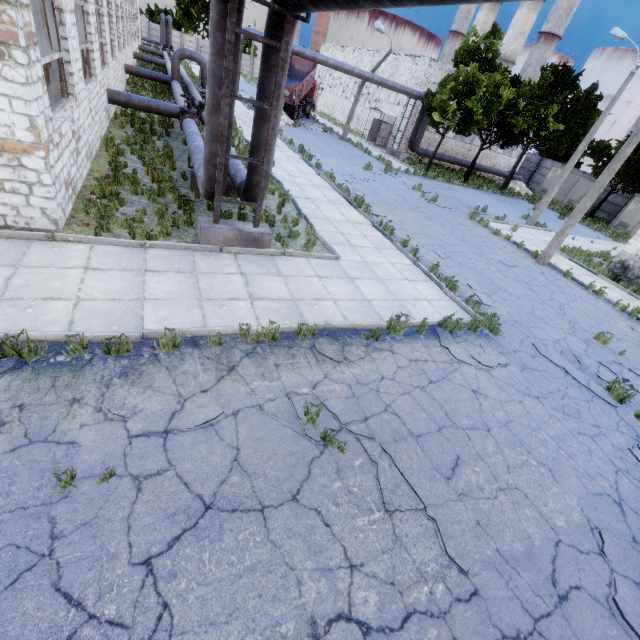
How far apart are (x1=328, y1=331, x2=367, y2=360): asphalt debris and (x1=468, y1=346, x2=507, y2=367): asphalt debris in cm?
195

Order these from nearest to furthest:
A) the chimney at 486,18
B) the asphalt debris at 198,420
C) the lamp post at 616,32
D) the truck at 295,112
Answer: the asphalt debris at 198,420
the lamp post at 616,32
the truck at 295,112
the chimney at 486,18

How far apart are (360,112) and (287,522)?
43.5 meters

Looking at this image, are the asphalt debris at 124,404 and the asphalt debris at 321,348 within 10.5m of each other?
yes

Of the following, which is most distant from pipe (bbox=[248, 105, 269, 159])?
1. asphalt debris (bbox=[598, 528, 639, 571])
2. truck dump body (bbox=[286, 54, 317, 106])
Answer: truck dump body (bbox=[286, 54, 317, 106])

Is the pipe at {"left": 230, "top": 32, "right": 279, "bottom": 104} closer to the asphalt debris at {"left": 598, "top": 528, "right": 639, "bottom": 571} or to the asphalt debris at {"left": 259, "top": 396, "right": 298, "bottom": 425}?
the asphalt debris at {"left": 259, "top": 396, "right": 298, "bottom": 425}

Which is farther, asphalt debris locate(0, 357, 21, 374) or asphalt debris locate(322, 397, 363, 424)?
asphalt debris locate(322, 397, 363, 424)

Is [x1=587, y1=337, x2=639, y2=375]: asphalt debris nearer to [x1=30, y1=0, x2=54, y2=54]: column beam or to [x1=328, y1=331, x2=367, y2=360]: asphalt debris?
[x1=328, y1=331, x2=367, y2=360]: asphalt debris
